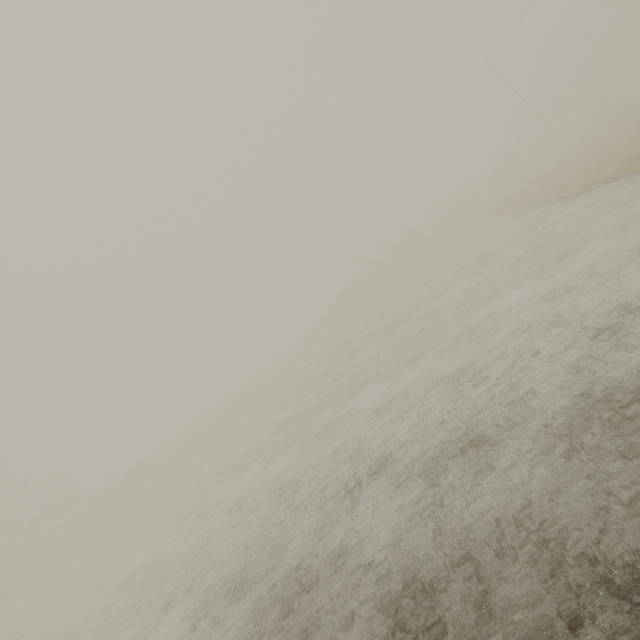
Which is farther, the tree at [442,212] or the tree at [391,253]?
the tree at [442,212]

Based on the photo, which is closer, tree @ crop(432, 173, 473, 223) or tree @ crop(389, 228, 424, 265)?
tree @ crop(389, 228, 424, 265)

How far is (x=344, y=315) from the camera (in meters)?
37.88

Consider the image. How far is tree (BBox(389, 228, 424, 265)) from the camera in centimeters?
5212cm

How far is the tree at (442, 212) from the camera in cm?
5478
